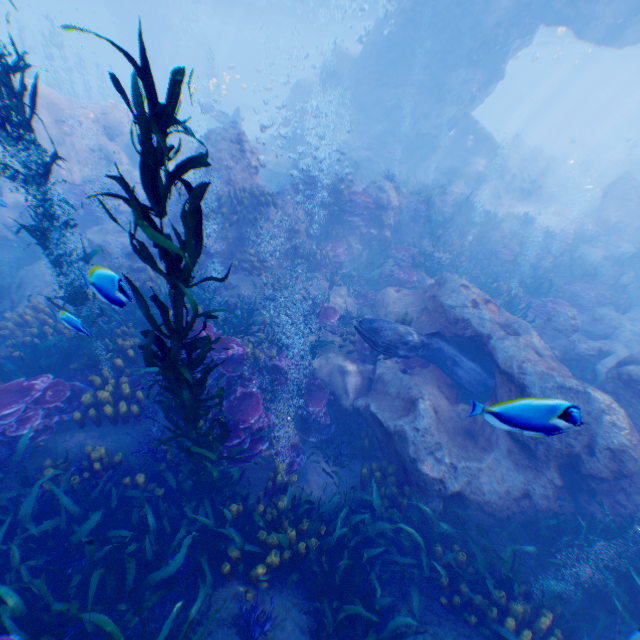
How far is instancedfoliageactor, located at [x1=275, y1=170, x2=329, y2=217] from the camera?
11.1 meters

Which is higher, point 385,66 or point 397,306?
point 385,66

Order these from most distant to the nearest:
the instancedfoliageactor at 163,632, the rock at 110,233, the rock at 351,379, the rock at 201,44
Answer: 1. the rock at 201,44
2. the rock at 110,233
3. the rock at 351,379
4. the instancedfoliageactor at 163,632

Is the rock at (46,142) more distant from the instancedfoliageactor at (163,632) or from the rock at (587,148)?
the rock at (587,148)

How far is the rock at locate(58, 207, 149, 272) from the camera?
9.8 meters

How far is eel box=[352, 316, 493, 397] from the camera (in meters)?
6.93

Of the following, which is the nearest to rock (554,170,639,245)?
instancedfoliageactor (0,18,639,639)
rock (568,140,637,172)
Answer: instancedfoliageactor (0,18,639,639)
